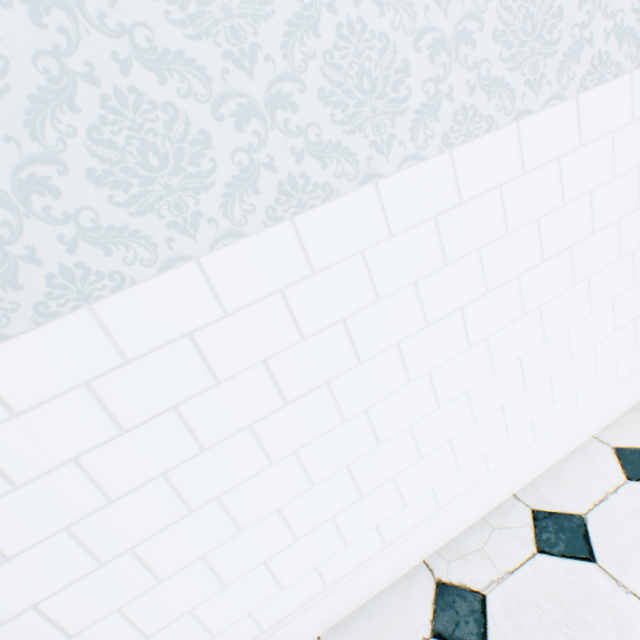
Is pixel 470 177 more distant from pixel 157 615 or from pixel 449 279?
pixel 157 615
